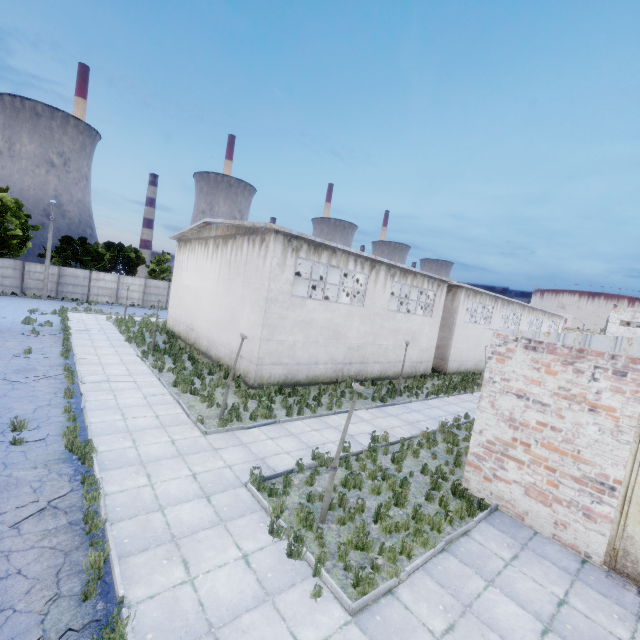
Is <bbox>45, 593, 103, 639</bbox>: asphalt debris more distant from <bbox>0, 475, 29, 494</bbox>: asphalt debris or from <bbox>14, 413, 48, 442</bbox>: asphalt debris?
<bbox>14, 413, 48, 442</bbox>: asphalt debris

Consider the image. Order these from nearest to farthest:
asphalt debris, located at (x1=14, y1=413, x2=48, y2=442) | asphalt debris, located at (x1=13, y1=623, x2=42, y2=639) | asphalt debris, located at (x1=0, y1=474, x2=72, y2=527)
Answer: asphalt debris, located at (x1=13, y1=623, x2=42, y2=639)
asphalt debris, located at (x1=0, y1=474, x2=72, y2=527)
asphalt debris, located at (x1=14, y1=413, x2=48, y2=442)

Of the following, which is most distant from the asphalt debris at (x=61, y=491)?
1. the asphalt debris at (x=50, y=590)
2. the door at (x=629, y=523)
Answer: the door at (x=629, y=523)

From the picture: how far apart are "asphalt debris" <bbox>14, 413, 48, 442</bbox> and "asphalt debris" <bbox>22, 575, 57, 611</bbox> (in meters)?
5.11

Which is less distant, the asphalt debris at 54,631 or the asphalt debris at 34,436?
the asphalt debris at 54,631

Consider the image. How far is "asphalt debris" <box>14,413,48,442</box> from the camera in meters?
8.7

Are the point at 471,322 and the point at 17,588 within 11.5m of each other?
no

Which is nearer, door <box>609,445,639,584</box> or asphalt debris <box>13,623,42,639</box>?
asphalt debris <box>13,623,42,639</box>
